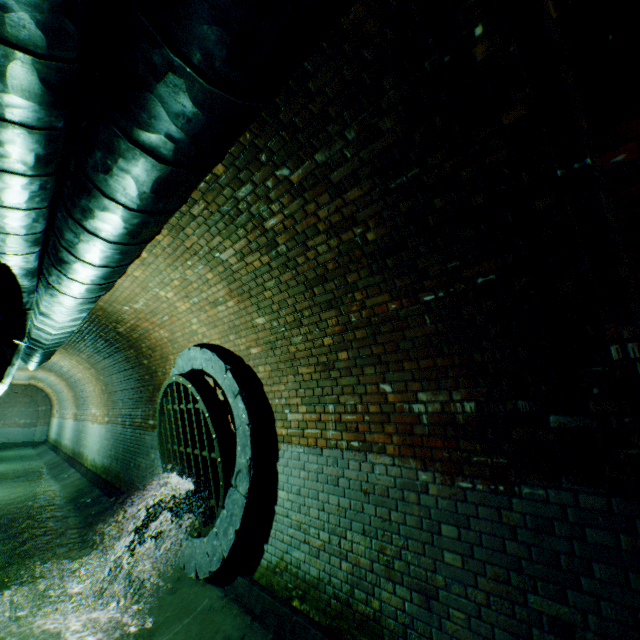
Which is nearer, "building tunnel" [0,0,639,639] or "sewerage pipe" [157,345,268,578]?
"building tunnel" [0,0,639,639]

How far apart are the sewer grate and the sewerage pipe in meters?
0.0 m

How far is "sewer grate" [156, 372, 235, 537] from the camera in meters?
4.4

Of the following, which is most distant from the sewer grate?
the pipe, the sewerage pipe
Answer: the pipe

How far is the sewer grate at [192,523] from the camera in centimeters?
443cm

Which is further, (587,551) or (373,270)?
(373,270)

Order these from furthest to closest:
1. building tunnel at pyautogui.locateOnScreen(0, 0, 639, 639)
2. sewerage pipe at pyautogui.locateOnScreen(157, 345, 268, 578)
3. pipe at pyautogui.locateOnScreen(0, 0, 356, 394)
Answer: sewerage pipe at pyautogui.locateOnScreen(157, 345, 268, 578), building tunnel at pyautogui.locateOnScreen(0, 0, 639, 639), pipe at pyautogui.locateOnScreen(0, 0, 356, 394)

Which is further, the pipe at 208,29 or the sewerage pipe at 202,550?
the sewerage pipe at 202,550
